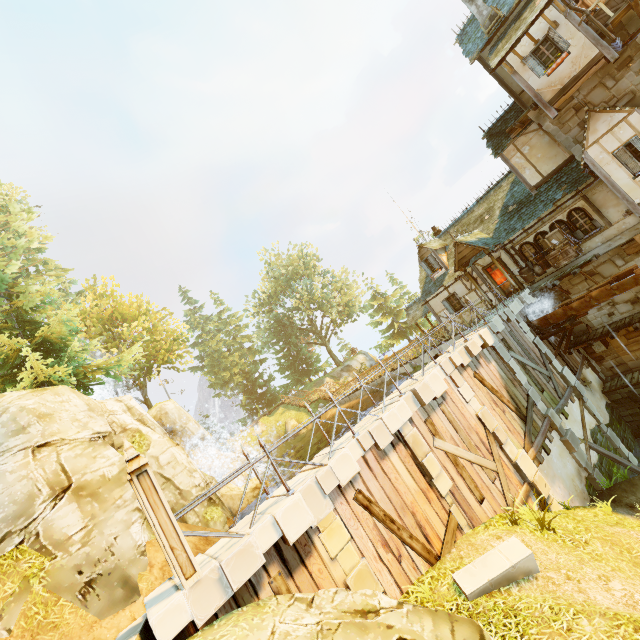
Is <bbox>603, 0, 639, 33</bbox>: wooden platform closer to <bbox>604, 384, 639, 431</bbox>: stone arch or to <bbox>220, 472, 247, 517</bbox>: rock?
<bbox>604, 384, 639, 431</bbox>: stone arch

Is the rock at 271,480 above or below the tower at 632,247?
below

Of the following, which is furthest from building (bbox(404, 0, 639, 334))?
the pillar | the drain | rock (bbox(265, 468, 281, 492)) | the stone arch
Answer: the pillar

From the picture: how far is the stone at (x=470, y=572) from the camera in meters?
6.6 m

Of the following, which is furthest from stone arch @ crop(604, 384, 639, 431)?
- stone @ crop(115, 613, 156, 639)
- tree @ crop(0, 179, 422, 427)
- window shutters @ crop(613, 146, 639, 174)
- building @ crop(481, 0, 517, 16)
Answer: stone @ crop(115, 613, 156, 639)

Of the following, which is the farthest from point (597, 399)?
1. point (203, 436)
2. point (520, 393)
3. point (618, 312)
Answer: point (203, 436)

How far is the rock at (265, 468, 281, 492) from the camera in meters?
15.9

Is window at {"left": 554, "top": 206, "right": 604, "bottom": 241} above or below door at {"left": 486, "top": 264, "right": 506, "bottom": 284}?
below
